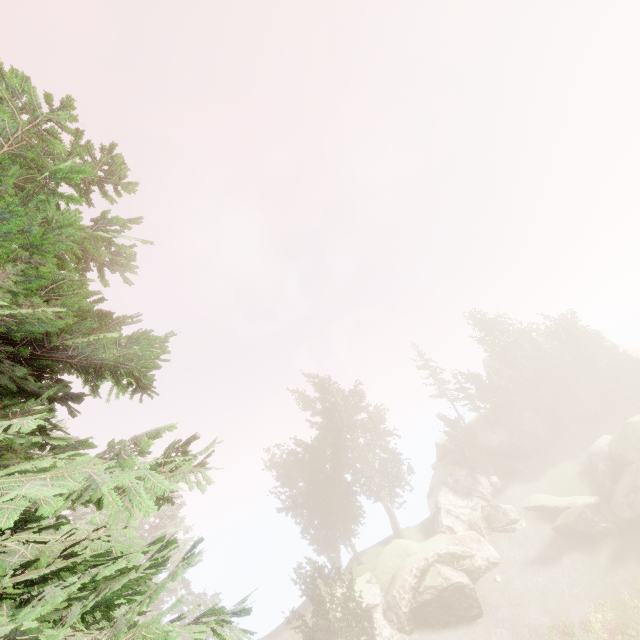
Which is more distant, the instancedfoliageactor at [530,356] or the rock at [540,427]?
the rock at [540,427]

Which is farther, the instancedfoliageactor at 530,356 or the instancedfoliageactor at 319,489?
the instancedfoliageactor at 530,356

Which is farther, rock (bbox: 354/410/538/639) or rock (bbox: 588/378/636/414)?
rock (bbox: 588/378/636/414)

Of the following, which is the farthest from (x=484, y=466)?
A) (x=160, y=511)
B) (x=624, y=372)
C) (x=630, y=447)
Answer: (x=160, y=511)

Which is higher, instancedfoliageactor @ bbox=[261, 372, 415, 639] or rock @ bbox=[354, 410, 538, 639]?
instancedfoliageactor @ bbox=[261, 372, 415, 639]

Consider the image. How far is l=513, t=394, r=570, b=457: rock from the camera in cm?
4172
